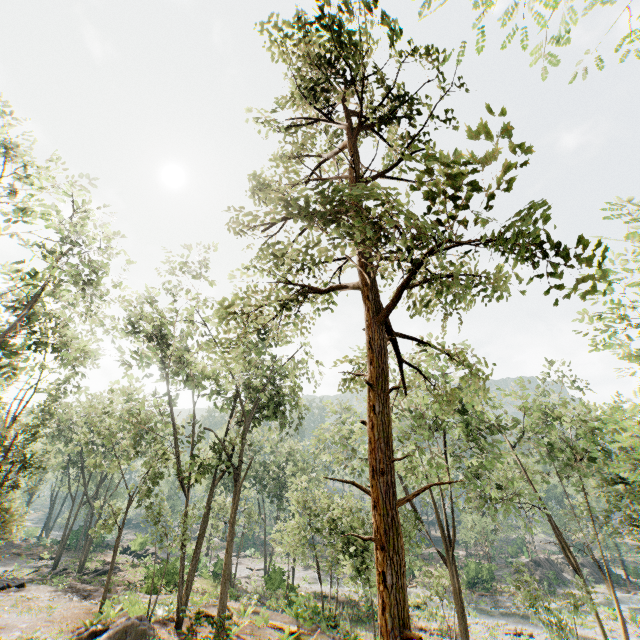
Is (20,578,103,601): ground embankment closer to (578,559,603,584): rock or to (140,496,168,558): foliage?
(140,496,168,558): foliage

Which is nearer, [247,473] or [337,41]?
[337,41]

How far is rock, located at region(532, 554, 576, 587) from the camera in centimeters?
4474cm

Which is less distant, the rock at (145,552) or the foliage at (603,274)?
the foliage at (603,274)

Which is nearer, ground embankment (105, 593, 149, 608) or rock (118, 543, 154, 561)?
ground embankment (105, 593, 149, 608)

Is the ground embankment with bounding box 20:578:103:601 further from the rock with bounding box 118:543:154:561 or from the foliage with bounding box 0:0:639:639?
the foliage with bounding box 0:0:639:639

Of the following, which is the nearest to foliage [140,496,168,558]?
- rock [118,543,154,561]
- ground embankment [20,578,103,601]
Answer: rock [118,543,154,561]

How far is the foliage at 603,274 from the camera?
2.0m
